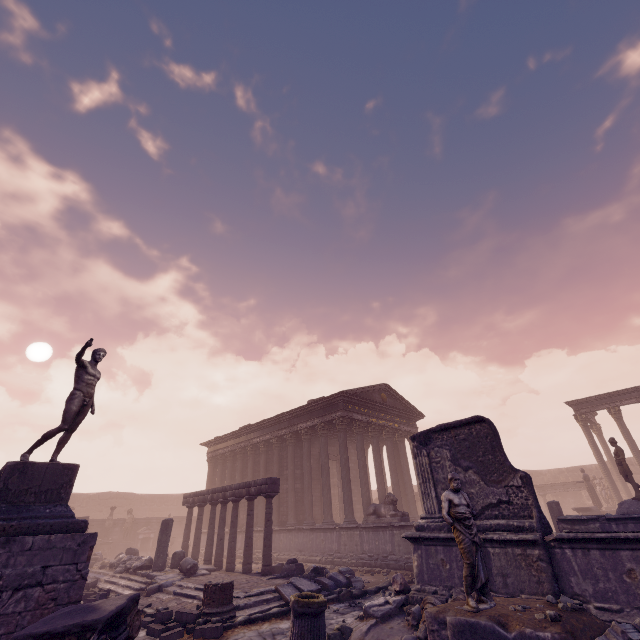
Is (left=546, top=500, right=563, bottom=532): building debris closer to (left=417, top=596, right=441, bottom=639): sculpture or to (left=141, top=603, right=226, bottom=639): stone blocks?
(left=417, top=596, right=441, bottom=639): sculpture

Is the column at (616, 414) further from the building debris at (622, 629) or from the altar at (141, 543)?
the altar at (141, 543)

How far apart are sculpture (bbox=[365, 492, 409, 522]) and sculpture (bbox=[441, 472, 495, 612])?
8.8m

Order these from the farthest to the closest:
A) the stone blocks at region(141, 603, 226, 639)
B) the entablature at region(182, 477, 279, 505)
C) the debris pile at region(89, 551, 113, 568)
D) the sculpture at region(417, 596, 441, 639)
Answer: the debris pile at region(89, 551, 113, 568), the entablature at region(182, 477, 279, 505), the stone blocks at region(141, 603, 226, 639), the sculpture at region(417, 596, 441, 639)

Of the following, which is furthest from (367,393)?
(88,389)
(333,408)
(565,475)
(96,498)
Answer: (96,498)

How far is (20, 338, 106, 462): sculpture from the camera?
7.1m

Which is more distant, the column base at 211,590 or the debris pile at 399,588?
the column base at 211,590

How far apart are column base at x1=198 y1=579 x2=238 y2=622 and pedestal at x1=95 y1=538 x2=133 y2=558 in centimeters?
2150cm
